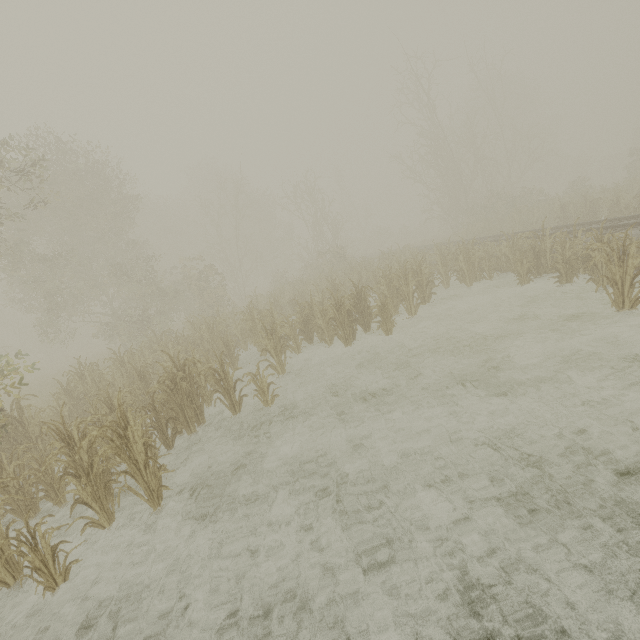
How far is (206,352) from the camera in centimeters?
936cm
